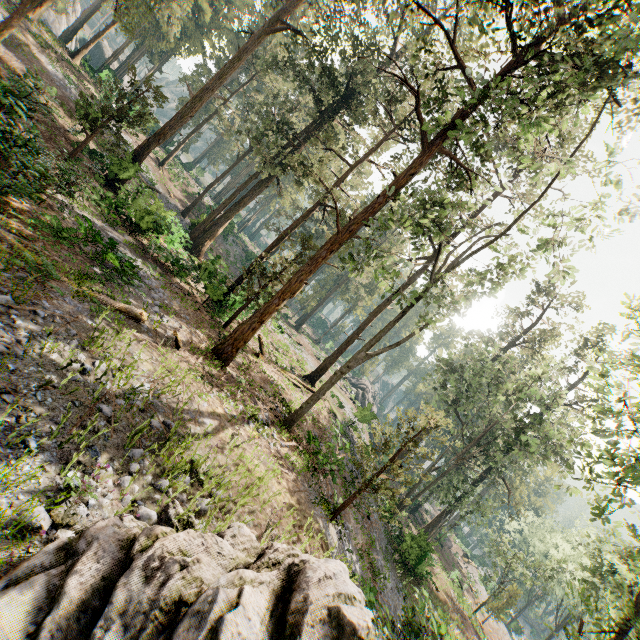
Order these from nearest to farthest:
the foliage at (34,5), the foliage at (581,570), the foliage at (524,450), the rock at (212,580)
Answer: the rock at (212,580)
the foliage at (581,570)
the foliage at (524,450)
the foliage at (34,5)

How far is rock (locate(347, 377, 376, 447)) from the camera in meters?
28.3

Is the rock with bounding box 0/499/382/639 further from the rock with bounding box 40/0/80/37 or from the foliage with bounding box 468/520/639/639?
the rock with bounding box 40/0/80/37

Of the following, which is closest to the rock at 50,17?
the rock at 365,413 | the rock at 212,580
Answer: the rock at 212,580

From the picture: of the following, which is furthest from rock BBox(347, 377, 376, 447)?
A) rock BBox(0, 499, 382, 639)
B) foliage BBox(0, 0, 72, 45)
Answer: rock BBox(0, 499, 382, 639)

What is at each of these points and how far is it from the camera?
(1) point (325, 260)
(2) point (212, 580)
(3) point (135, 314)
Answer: (1) foliage, 14.61m
(2) rock, 3.91m
(3) foliage, 11.20m

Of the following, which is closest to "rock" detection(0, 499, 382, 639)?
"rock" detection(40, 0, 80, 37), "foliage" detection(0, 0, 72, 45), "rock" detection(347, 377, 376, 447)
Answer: "foliage" detection(0, 0, 72, 45)

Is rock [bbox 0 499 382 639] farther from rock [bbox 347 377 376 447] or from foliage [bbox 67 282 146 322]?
rock [bbox 347 377 376 447]
